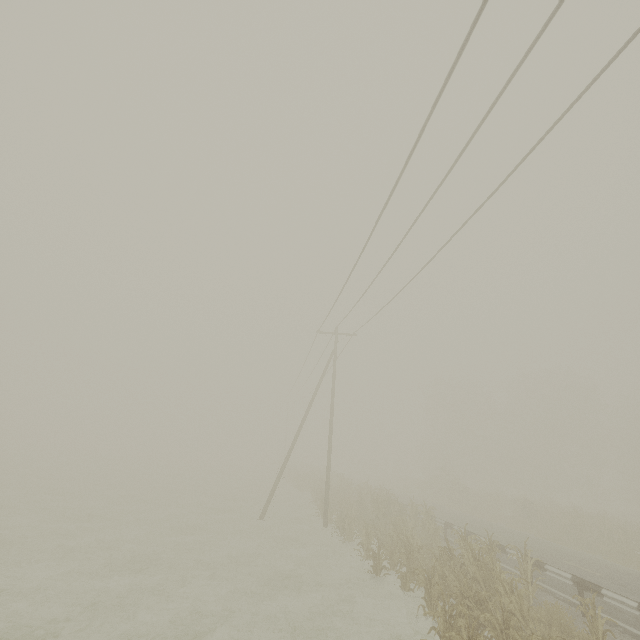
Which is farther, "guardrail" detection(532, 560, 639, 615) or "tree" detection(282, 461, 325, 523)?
"tree" detection(282, 461, 325, 523)

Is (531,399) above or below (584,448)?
above

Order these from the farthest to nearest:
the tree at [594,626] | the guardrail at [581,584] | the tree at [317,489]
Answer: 1. the tree at [317,489]
2. the guardrail at [581,584]
3. the tree at [594,626]

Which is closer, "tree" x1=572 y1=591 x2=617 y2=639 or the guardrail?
"tree" x1=572 y1=591 x2=617 y2=639

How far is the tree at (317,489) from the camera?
24.6m

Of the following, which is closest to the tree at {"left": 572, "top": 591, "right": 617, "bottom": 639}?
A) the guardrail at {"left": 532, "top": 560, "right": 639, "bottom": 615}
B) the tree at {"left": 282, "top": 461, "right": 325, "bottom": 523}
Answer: the guardrail at {"left": 532, "top": 560, "right": 639, "bottom": 615}

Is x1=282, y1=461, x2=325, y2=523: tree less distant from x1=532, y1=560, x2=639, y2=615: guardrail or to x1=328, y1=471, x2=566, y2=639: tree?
x1=532, y1=560, x2=639, y2=615: guardrail
